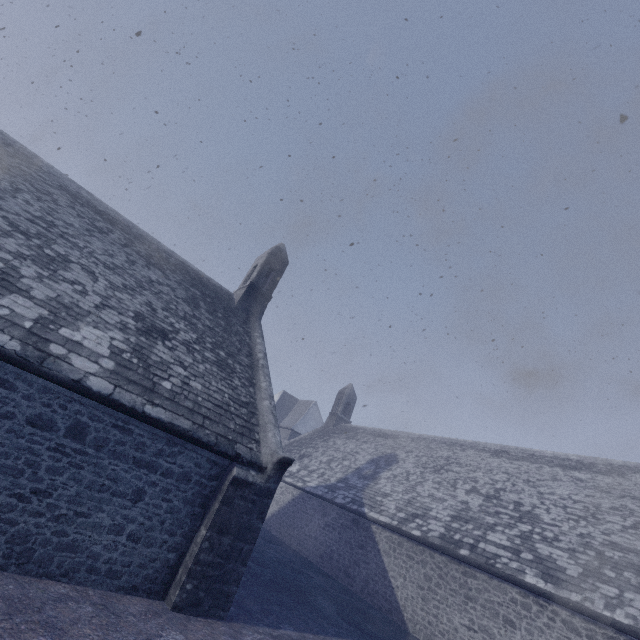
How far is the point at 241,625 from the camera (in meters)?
6.63
